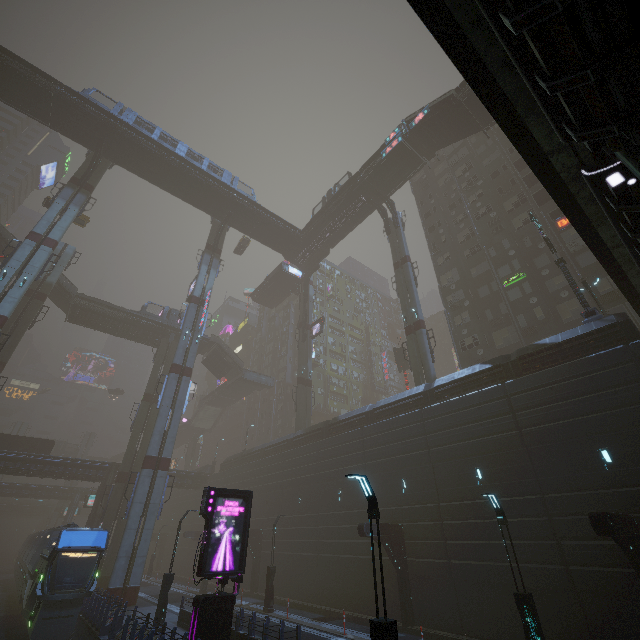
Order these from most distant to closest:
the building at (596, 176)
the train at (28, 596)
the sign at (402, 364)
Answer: the sign at (402, 364)
the train at (28, 596)
the building at (596, 176)

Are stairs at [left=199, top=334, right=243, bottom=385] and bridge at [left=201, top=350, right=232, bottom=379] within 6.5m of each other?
yes

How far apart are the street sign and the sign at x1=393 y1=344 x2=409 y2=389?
20.7 meters

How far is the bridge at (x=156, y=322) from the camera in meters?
42.0

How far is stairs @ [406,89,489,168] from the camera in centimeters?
3116cm

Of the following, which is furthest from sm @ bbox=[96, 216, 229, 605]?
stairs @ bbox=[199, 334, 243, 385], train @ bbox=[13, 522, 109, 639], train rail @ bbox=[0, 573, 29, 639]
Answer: stairs @ bbox=[199, 334, 243, 385]

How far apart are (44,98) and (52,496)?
63.1 meters

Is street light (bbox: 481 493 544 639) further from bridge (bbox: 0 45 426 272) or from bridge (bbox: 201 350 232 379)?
bridge (bbox: 201 350 232 379)
